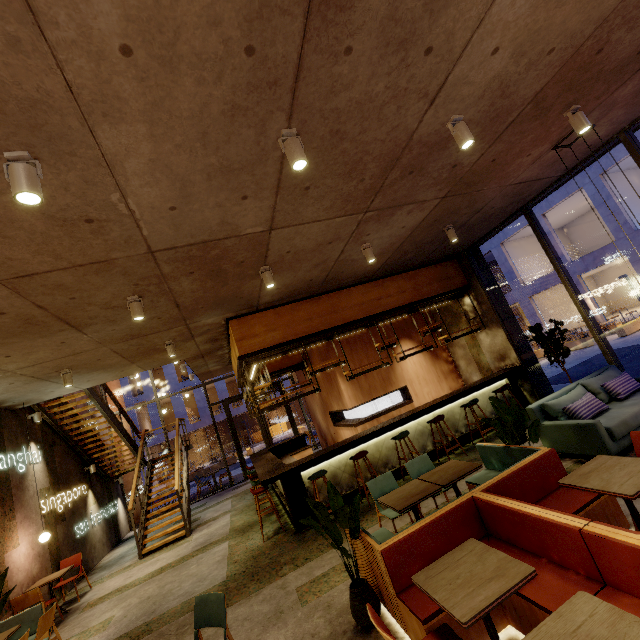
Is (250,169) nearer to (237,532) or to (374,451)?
(374,451)

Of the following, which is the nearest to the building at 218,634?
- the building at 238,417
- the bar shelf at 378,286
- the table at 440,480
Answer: the bar shelf at 378,286

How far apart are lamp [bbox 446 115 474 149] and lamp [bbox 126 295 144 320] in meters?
4.6

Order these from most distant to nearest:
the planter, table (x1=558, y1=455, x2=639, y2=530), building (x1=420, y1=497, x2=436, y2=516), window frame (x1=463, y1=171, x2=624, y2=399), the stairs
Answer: the planter < the stairs < window frame (x1=463, y1=171, x2=624, y2=399) < building (x1=420, y1=497, x2=436, y2=516) < table (x1=558, y1=455, x2=639, y2=530)

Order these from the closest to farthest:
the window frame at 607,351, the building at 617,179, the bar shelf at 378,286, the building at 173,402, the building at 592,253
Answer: the window frame at 607,351 → the bar shelf at 378,286 → the building at 617,179 → the building at 592,253 → the building at 173,402

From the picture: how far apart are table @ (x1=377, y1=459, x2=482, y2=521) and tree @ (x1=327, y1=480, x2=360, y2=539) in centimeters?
56cm

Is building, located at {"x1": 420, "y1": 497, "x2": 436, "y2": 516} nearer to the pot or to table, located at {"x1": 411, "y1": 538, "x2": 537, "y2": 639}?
the pot

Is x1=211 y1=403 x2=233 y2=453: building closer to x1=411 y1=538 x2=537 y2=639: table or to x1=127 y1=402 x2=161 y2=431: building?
x1=127 y1=402 x2=161 y2=431: building
